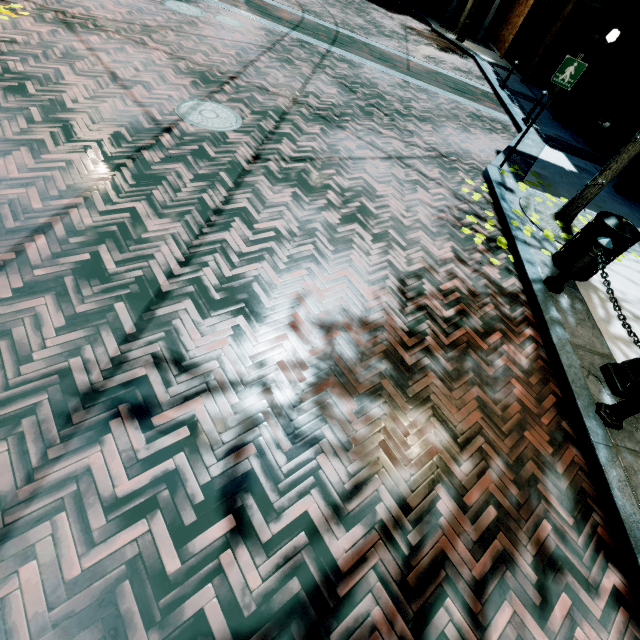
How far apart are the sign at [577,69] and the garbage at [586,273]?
3.0 meters

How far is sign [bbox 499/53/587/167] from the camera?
5.7m

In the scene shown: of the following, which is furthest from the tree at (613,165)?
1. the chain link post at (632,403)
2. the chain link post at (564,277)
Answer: the chain link post at (632,403)

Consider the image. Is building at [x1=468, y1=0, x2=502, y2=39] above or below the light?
above

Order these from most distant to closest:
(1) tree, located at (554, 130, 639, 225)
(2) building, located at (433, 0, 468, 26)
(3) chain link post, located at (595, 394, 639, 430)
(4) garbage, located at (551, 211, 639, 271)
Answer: (2) building, located at (433, 0, 468, 26), (1) tree, located at (554, 130, 639, 225), (4) garbage, located at (551, 211, 639, 271), (3) chain link post, located at (595, 394, 639, 430)

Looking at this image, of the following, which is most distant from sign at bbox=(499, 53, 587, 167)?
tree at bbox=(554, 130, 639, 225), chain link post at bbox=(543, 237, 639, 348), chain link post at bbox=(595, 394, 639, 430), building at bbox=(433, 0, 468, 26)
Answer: chain link post at bbox=(595, 394, 639, 430)

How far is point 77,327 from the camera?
2.6 meters

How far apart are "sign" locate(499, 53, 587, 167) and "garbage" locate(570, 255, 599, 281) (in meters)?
2.99
